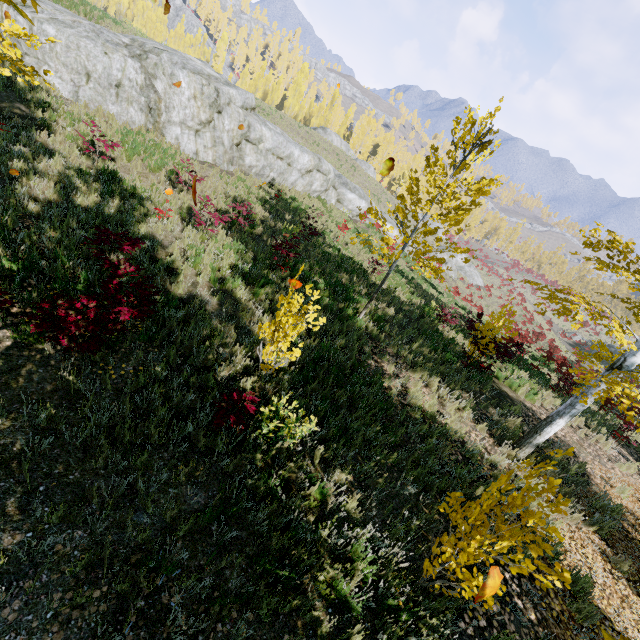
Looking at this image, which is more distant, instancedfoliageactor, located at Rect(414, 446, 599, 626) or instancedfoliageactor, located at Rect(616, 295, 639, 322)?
instancedfoliageactor, located at Rect(616, 295, 639, 322)

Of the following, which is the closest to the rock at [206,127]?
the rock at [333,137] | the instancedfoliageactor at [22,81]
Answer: the instancedfoliageactor at [22,81]

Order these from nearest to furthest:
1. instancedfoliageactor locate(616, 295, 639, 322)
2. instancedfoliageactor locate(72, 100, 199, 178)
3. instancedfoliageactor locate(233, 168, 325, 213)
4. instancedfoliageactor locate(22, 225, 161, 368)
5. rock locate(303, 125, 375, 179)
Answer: instancedfoliageactor locate(22, 225, 161, 368)
instancedfoliageactor locate(616, 295, 639, 322)
instancedfoliageactor locate(72, 100, 199, 178)
instancedfoliageactor locate(233, 168, 325, 213)
rock locate(303, 125, 375, 179)

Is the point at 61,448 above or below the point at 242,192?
below

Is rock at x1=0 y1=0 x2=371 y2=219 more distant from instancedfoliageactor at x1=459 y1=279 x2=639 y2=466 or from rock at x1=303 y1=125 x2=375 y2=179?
rock at x1=303 y1=125 x2=375 y2=179

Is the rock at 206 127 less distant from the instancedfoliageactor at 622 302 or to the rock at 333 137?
the instancedfoliageactor at 622 302
